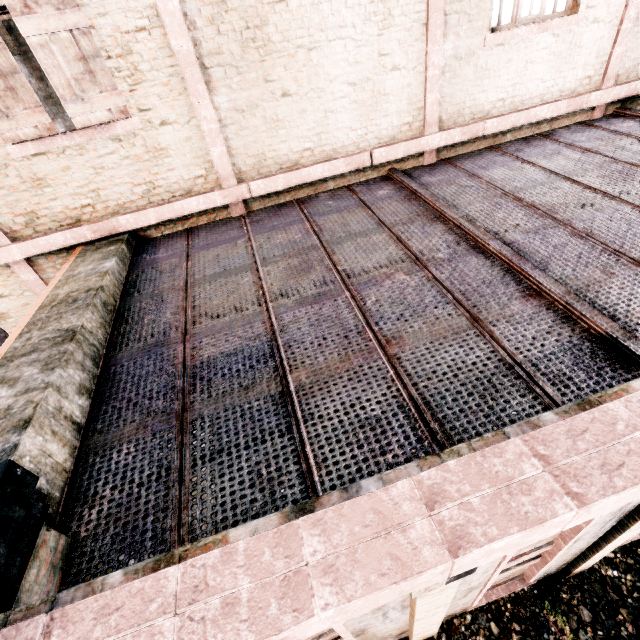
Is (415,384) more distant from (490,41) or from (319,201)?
(490,41)
